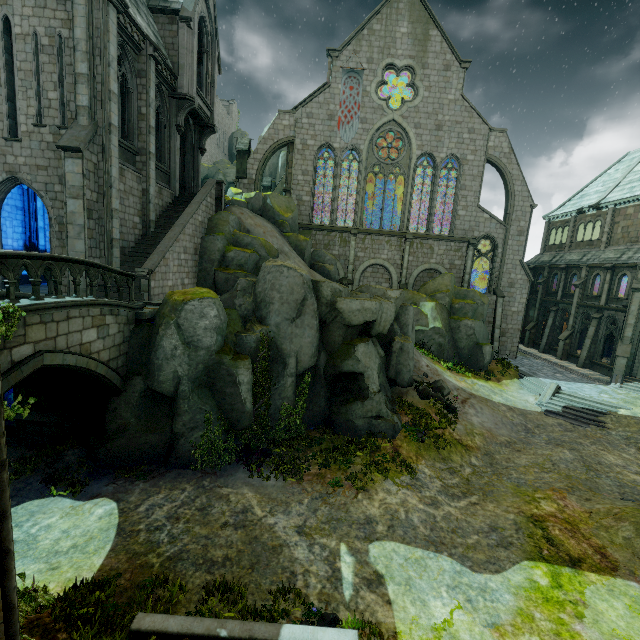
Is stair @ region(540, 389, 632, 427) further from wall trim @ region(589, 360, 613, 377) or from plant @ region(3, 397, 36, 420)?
plant @ region(3, 397, 36, 420)

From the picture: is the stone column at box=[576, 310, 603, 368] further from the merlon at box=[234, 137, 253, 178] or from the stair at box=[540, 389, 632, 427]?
the merlon at box=[234, 137, 253, 178]

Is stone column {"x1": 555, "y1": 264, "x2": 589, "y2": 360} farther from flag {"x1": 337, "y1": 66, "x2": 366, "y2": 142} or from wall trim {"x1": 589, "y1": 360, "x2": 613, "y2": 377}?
flag {"x1": 337, "y1": 66, "x2": 366, "y2": 142}

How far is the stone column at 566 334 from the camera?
29.2 meters

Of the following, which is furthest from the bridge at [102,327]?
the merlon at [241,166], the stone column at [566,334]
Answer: the stone column at [566,334]

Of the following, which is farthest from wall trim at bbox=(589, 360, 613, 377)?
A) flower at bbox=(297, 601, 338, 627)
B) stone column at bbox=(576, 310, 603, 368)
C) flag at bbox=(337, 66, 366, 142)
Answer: flower at bbox=(297, 601, 338, 627)

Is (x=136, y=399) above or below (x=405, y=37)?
below

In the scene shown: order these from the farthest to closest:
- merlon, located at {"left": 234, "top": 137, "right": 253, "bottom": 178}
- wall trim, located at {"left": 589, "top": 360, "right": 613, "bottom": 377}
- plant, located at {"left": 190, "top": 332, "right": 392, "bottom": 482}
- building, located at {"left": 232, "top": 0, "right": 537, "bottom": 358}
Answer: merlon, located at {"left": 234, "top": 137, "right": 253, "bottom": 178} → building, located at {"left": 232, "top": 0, "right": 537, "bottom": 358} → wall trim, located at {"left": 589, "top": 360, "right": 613, "bottom": 377} → plant, located at {"left": 190, "top": 332, "right": 392, "bottom": 482}
